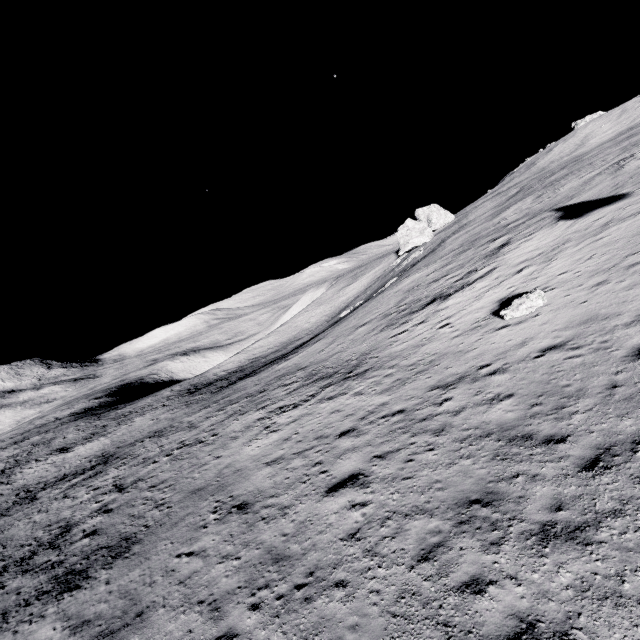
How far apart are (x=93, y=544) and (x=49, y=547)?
4.46m

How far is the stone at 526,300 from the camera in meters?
14.2 m

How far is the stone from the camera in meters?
14.2
